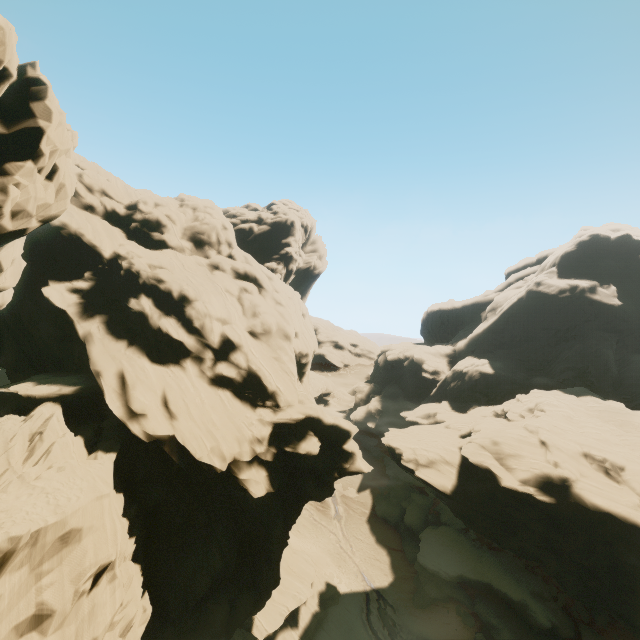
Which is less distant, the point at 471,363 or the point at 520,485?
the point at 520,485

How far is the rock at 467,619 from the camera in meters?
32.3 m

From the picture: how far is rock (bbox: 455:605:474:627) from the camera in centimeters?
3231cm

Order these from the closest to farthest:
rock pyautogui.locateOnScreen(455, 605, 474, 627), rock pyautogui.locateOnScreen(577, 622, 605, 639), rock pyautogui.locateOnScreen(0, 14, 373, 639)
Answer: rock pyautogui.locateOnScreen(0, 14, 373, 639)
rock pyautogui.locateOnScreen(577, 622, 605, 639)
rock pyautogui.locateOnScreen(455, 605, 474, 627)

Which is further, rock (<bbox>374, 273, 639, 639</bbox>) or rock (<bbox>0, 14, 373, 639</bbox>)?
rock (<bbox>374, 273, 639, 639</bbox>)

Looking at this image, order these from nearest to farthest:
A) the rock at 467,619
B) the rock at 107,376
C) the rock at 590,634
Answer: the rock at 107,376 < the rock at 590,634 < the rock at 467,619

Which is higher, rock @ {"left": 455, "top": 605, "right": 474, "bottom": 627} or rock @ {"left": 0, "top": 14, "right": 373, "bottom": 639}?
rock @ {"left": 0, "top": 14, "right": 373, "bottom": 639}
